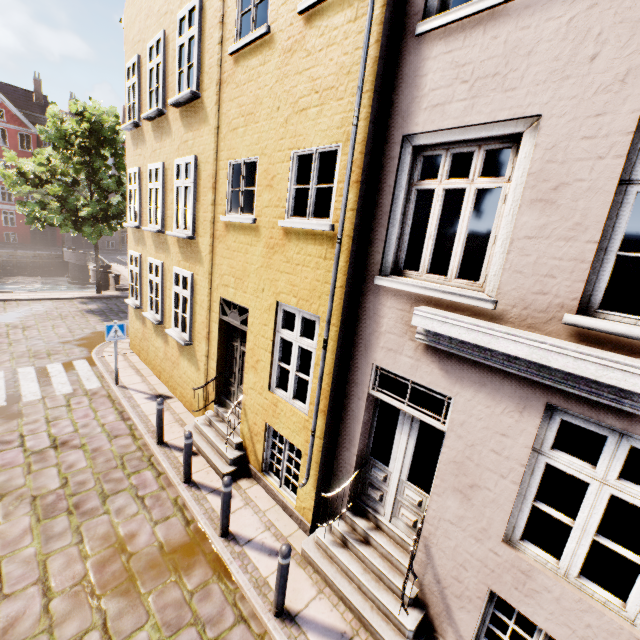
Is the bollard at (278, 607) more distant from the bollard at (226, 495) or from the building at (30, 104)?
the building at (30, 104)

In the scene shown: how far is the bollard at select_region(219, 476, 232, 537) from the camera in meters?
5.1 m

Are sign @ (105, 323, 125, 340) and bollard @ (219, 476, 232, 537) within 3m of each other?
no

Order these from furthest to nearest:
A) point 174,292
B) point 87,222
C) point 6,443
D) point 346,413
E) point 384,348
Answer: point 87,222, point 174,292, point 6,443, point 346,413, point 384,348

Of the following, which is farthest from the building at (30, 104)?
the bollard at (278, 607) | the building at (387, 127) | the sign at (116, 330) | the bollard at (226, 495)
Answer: the bollard at (278, 607)

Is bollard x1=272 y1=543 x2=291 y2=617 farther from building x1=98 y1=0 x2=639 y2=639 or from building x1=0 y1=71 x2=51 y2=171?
building x1=0 y1=71 x2=51 y2=171

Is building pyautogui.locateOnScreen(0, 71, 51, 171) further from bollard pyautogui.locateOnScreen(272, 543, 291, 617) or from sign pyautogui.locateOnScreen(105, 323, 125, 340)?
bollard pyautogui.locateOnScreen(272, 543, 291, 617)

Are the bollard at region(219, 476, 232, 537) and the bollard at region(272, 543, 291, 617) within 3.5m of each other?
yes
